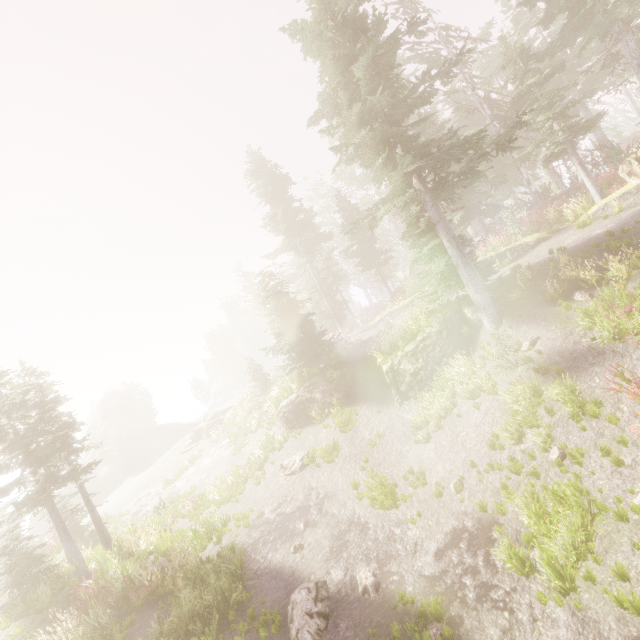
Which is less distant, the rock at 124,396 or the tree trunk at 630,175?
the tree trunk at 630,175

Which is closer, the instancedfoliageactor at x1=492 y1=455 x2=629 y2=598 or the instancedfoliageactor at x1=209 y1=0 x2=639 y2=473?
the instancedfoliageactor at x1=492 y1=455 x2=629 y2=598

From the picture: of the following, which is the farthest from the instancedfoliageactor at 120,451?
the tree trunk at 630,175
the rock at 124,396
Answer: the tree trunk at 630,175

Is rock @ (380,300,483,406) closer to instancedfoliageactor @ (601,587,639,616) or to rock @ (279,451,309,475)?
instancedfoliageactor @ (601,587,639,616)

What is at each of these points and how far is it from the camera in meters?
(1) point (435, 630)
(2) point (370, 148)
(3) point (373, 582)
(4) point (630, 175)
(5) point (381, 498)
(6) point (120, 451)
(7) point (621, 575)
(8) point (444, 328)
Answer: (1) instancedfoliageactor, 6.9 m
(2) instancedfoliageactor, 13.5 m
(3) instancedfoliageactor, 8.7 m
(4) tree trunk, 15.4 m
(5) instancedfoliageactor, 11.0 m
(6) instancedfoliageactor, 45.8 m
(7) instancedfoliageactor, 6.0 m
(8) rock, 14.8 m

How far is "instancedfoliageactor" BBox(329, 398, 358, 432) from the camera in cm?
1636

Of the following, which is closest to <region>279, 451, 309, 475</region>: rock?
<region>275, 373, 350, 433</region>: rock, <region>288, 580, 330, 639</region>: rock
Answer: <region>275, 373, 350, 433</region>: rock

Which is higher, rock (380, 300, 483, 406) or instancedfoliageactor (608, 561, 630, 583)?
rock (380, 300, 483, 406)
